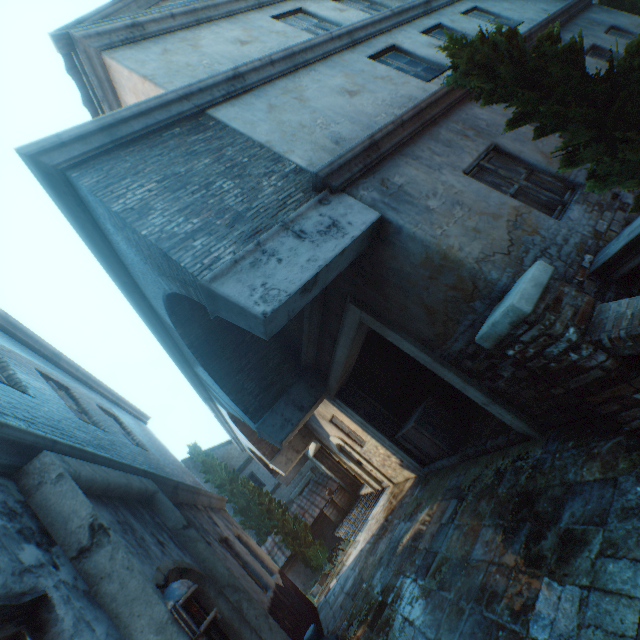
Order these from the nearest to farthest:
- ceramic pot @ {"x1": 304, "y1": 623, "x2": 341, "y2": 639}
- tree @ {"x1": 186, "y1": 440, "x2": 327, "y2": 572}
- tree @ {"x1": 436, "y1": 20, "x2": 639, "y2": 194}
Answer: tree @ {"x1": 436, "y1": 20, "x2": 639, "y2": 194}, ceramic pot @ {"x1": 304, "y1": 623, "x2": 341, "y2": 639}, tree @ {"x1": 186, "y1": 440, "x2": 327, "y2": 572}

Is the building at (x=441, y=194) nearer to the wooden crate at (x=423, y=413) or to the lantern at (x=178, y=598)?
the wooden crate at (x=423, y=413)

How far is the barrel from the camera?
15.4 meters

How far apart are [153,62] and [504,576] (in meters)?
8.42

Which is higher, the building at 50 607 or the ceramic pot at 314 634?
the building at 50 607

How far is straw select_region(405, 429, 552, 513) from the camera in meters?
4.4 m

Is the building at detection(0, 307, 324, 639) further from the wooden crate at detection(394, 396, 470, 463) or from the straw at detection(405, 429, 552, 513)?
the wooden crate at detection(394, 396, 470, 463)

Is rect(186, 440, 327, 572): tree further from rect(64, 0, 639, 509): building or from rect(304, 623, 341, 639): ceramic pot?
rect(304, 623, 341, 639): ceramic pot
